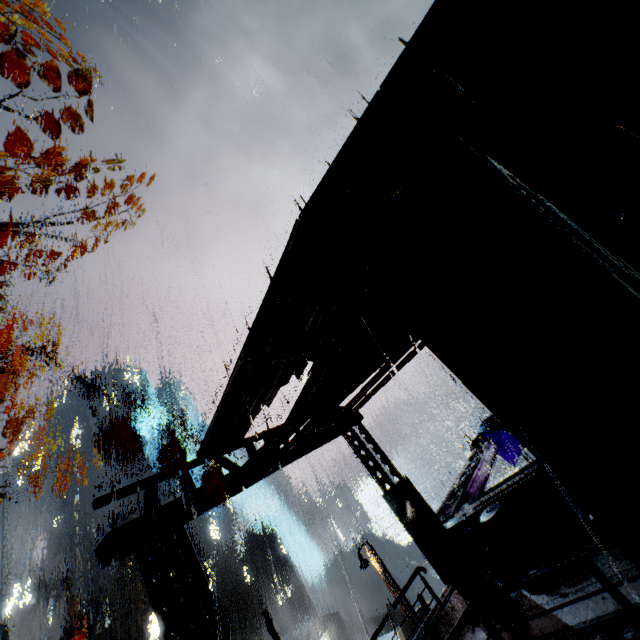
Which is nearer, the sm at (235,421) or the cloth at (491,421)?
the sm at (235,421)

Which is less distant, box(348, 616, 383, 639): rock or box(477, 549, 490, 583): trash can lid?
box(477, 549, 490, 583): trash can lid

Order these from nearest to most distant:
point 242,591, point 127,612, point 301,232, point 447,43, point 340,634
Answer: point 447,43 < point 301,232 < point 340,634 < point 127,612 < point 242,591

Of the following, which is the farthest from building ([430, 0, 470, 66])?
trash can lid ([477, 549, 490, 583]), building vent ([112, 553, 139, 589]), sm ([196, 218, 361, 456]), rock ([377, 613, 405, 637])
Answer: rock ([377, 613, 405, 637])

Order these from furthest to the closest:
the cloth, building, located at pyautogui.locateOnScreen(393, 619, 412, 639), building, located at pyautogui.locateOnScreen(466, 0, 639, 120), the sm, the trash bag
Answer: building, located at pyautogui.locateOnScreen(393, 619, 412, 639) → the cloth → the trash bag → the sm → building, located at pyautogui.locateOnScreen(466, 0, 639, 120)

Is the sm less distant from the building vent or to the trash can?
the trash can

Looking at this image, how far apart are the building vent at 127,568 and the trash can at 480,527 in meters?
67.4 m

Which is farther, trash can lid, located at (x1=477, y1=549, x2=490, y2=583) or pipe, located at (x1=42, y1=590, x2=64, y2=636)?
pipe, located at (x1=42, y1=590, x2=64, y2=636)
